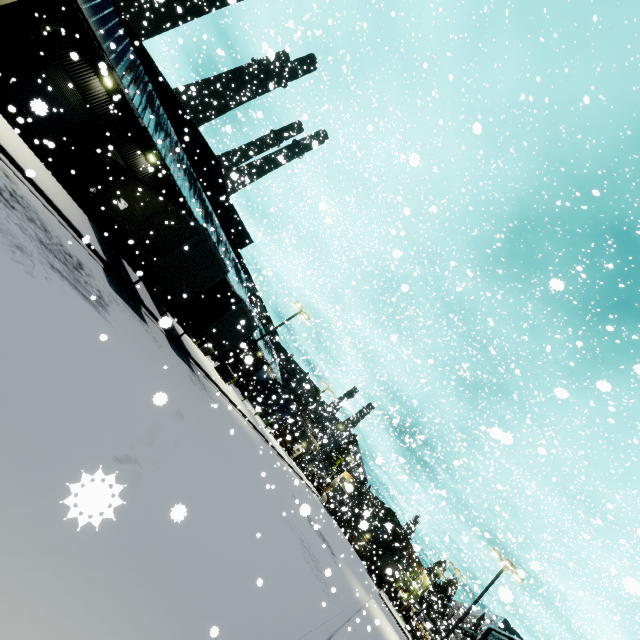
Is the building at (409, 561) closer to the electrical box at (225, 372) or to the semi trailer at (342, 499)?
the semi trailer at (342, 499)

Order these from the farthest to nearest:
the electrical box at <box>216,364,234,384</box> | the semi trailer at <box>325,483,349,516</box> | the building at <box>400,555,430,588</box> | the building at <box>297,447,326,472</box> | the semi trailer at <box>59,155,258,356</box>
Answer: the building at <box>297,447,326,472</box> → the building at <box>400,555,430,588</box> → the electrical box at <box>216,364,234,384</box> → the semi trailer at <box>325,483,349,516</box> → the semi trailer at <box>59,155,258,356</box>

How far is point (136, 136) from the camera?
23.56m

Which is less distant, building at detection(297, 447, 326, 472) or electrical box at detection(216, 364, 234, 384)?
electrical box at detection(216, 364, 234, 384)

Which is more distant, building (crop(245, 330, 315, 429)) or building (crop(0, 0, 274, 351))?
building (crop(245, 330, 315, 429))

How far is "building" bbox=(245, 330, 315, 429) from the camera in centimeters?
4669cm

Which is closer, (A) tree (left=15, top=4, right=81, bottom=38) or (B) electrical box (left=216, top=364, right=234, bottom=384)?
(A) tree (left=15, top=4, right=81, bottom=38)

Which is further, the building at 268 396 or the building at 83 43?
the building at 268 396
